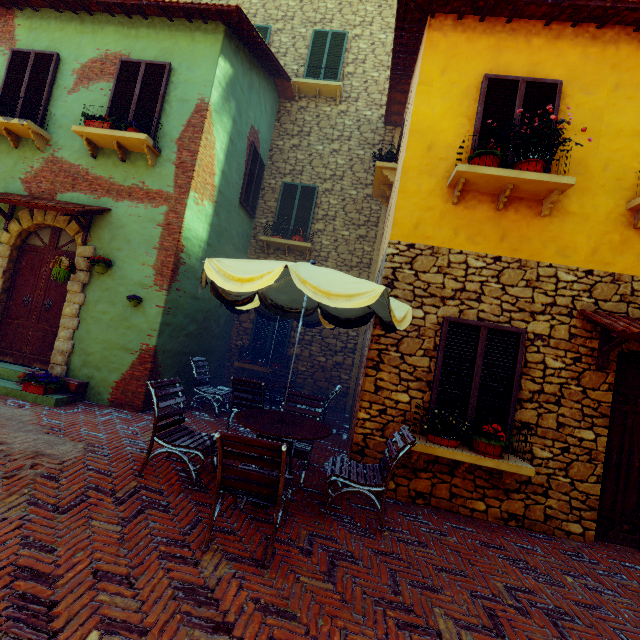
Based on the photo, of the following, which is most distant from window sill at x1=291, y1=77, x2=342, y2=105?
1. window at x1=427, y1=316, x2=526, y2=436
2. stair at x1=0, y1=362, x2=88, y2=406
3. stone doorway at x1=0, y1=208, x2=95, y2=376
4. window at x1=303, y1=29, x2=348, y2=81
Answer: stair at x1=0, y1=362, x2=88, y2=406

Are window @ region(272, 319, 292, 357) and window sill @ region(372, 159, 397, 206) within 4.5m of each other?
yes

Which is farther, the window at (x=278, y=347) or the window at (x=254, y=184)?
the window at (x=278, y=347)

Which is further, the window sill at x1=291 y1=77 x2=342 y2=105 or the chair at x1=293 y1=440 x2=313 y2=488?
the window sill at x1=291 y1=77 x2=342 y2=105

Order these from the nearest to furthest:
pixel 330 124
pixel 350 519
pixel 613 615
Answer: pixel 613 615, pixel 350 519, pixel 330 124

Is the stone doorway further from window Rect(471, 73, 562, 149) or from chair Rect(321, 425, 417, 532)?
chair Rect(321, 425, 417, 532)

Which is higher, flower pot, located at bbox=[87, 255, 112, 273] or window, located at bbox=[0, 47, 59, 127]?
window, located at bbox=[0, 47, 59, 127]

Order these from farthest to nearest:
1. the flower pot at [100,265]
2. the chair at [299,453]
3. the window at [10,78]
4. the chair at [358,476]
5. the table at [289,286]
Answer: the window at [10,78] < the flower pot at [100,265] < the chair at [299,453] < the chair at [358,476] < the table at [289,286]
